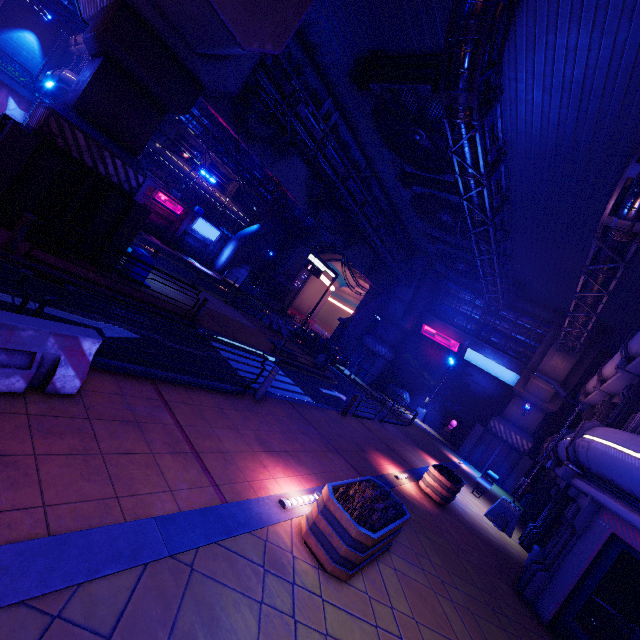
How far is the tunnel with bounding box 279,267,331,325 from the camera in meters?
46.4 m

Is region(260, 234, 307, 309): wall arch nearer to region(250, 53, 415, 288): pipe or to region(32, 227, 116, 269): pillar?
region(250, 53, 415, 288): pipe

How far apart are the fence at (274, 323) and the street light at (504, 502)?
16.28m

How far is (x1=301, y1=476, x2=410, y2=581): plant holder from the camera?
4.51m

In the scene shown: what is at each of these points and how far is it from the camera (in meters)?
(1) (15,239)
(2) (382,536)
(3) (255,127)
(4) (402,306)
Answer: (1) post, 7.87
(2) plant holder, 4.81
(3) walkway, 17.14
(4) pillar, 29.88

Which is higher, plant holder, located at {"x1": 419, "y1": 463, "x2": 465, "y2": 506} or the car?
the car

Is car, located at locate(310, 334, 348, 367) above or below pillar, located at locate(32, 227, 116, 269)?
above

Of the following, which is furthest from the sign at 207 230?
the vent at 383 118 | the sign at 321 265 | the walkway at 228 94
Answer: the vent at 383 118
